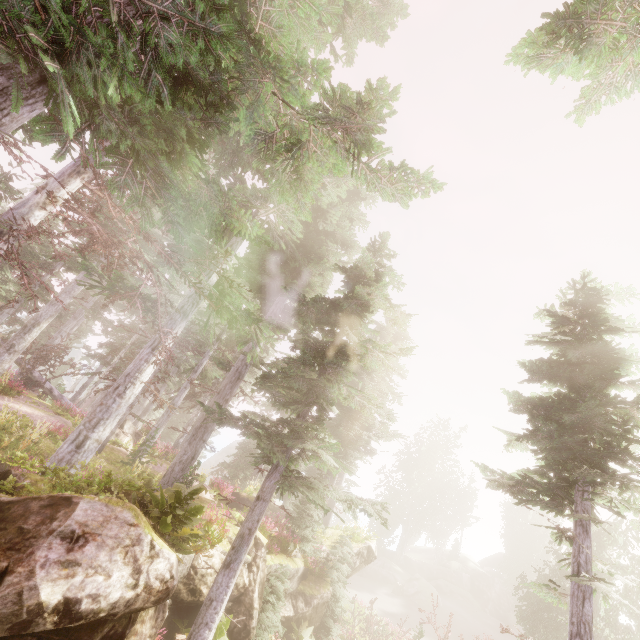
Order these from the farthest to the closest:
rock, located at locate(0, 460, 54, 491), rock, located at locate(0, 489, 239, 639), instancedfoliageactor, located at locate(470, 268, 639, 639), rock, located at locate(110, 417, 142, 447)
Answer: rock, located at locate(110, 417, 142, 447) → instancedfoliageactor, located at locate(470, 268, 639, 639) → rock, located at locate(0, 460, 54, 491) → rock, located at locate(0, 489, 239, 639)

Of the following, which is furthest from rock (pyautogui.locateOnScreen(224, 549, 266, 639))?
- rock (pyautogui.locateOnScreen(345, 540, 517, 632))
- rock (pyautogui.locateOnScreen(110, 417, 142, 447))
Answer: rock (pyautogui.locateOnScreen(345, 540, 517, 632))

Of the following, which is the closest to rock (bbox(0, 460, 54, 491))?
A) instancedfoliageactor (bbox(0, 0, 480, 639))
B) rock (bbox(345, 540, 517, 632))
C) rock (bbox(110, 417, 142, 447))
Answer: instancedfoliageactor (bbox(0, 0, 480, 639))

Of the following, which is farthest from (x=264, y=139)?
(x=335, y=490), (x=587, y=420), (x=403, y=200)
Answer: (x=587, y=420)

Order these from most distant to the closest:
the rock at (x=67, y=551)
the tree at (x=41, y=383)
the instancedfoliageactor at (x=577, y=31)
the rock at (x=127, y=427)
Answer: the tree at (x=41, y=383) < the rock at (x=127, y=427) < the rock at (x=67, y=551) < the instancedfoliageactor at (x=577, y=31)

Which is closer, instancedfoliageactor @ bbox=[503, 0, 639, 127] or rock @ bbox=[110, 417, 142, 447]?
instancedfoliageactor @ bbox=[503, 0, 639, 127]

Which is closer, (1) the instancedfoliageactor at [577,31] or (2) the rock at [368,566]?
(1) the instancedfoliageactor at [577,31]
